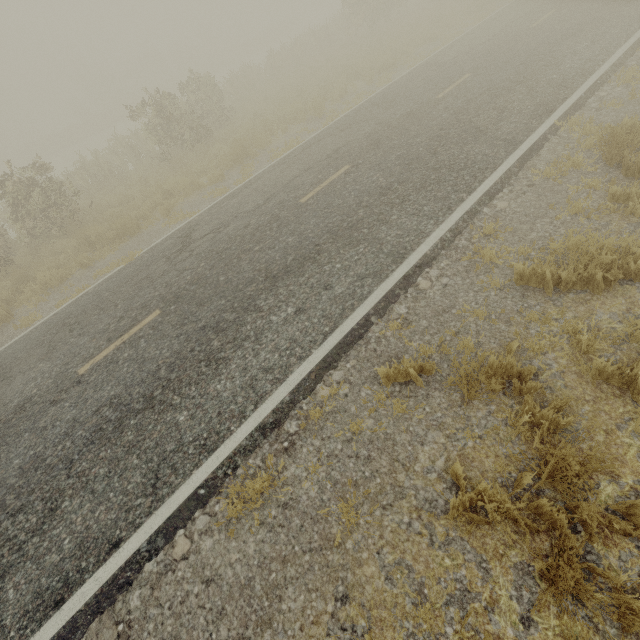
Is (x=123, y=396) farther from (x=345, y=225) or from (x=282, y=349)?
(x=345, y=225)
